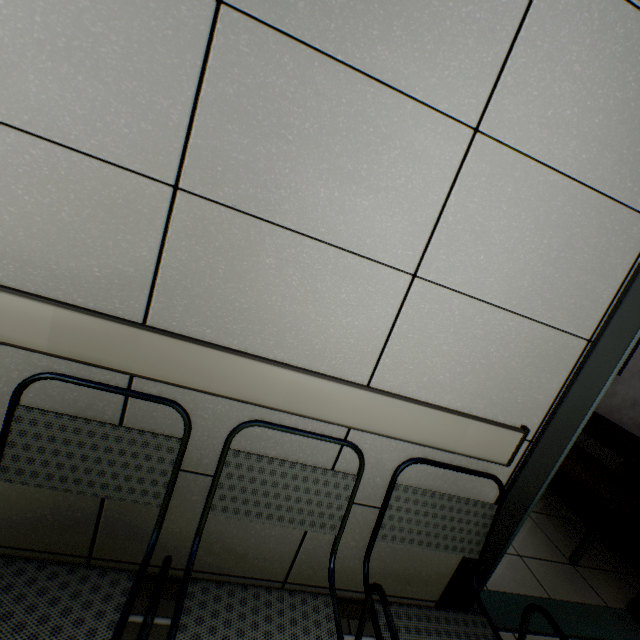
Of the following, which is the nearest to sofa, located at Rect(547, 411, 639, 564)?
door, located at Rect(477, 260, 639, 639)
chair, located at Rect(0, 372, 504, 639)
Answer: door, located at Rect(477, 260, 639, 639)

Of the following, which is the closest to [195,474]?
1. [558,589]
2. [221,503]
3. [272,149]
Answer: [221,503]

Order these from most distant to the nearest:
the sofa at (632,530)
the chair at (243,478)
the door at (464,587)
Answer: the sofa at (632,530) < the door at (464,587) < the chair at (243,478)

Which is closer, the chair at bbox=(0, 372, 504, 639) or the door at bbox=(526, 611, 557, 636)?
the chair at bbox=(0, 372, 504, 639)

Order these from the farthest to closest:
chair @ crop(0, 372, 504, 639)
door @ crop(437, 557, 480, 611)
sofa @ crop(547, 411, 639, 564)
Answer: sofa @ crop(547, 411, 639, 564) → door @ crop(437, 557, 480, 611) → chair @ crop(0, 372, 504, 639)

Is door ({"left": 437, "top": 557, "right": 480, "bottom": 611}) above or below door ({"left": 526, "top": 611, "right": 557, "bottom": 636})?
above

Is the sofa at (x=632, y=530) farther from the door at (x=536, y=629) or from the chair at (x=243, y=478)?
the chair at (x=243, y=478)
